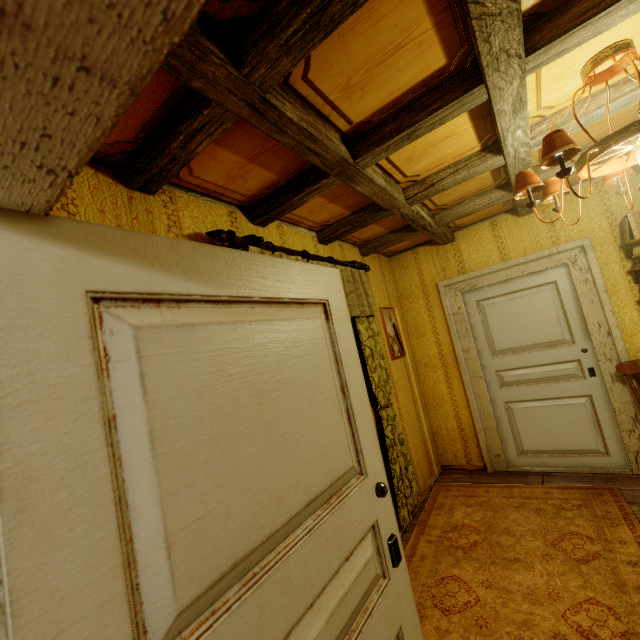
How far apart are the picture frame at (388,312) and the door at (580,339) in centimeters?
84cm

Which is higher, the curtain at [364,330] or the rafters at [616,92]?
the rafters at [616,92]

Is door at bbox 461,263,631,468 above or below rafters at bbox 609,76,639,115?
below

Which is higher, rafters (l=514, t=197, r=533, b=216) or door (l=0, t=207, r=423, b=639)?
rafters (l=514, t=197, r=533, b=216)

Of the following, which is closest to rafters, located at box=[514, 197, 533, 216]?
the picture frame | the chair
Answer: the picture frame

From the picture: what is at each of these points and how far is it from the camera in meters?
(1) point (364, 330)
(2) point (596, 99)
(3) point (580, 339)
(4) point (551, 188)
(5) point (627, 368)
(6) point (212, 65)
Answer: (1) curtain, 3.1
(2) rafters, 1.9
(3) door, 3.4
(4) ceiling light, 2.0
(5) chair, 3.0
(6) rafters, 1.1

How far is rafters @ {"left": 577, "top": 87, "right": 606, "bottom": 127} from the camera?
1.9 meters
